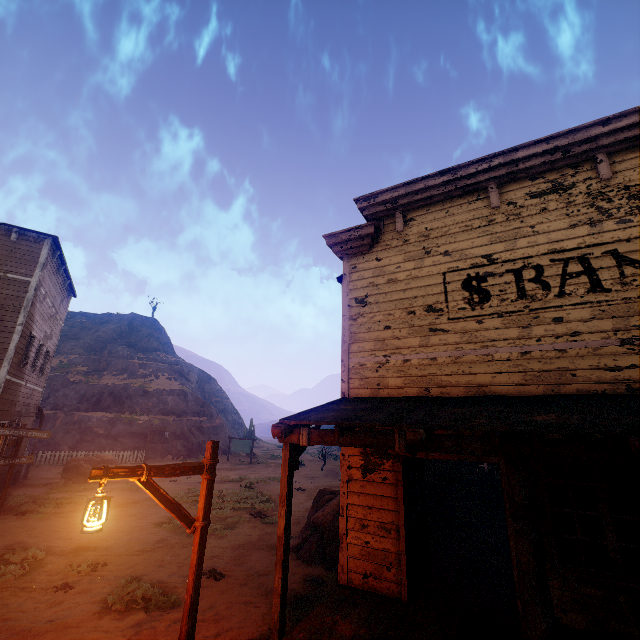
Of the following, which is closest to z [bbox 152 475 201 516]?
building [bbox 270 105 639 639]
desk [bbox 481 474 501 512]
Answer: building [bbox 270 105 639 639]

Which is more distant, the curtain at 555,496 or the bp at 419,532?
the bp at 419,532

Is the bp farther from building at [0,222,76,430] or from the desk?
the desk

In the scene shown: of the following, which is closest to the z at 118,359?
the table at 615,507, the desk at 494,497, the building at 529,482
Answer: the building at 529,482

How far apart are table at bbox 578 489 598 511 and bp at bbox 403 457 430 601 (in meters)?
6.57

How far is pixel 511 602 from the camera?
5.3m

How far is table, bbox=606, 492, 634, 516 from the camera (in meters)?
7.92

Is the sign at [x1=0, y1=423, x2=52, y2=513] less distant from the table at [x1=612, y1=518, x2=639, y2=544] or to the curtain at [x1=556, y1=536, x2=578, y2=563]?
the curtain at [x1=556, y1=536, x2=578, y2=563]
